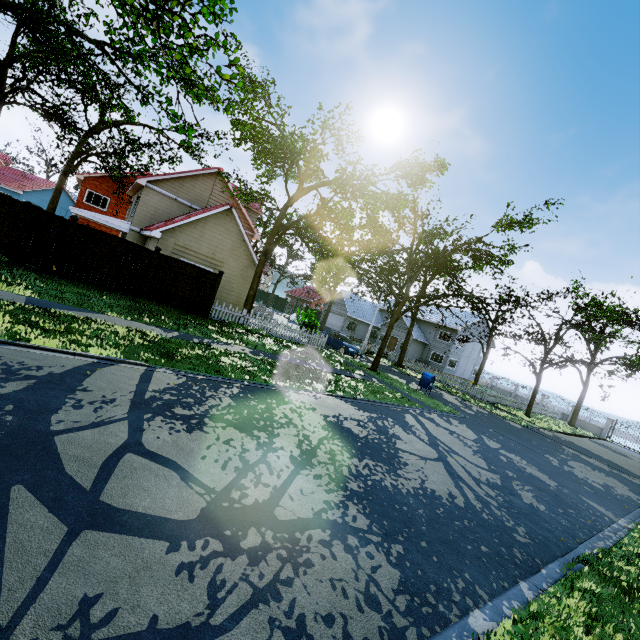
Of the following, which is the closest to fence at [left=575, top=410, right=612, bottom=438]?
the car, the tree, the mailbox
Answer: the tree

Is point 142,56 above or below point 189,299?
above

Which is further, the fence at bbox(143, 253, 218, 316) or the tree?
the fence at bbox(143, 253, 218, 316)

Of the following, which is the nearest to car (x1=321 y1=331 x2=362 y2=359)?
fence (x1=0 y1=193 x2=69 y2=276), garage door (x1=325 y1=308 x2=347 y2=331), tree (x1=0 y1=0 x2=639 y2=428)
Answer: tree (x1=0 y1=0 x2=639 y2=428)

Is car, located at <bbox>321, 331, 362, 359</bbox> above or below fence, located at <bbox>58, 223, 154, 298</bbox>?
below

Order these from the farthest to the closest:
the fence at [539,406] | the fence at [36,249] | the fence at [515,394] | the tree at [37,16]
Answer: the fence at [539,406], the fence at [515,394], the fence at [36,249], the tree at [37,16]

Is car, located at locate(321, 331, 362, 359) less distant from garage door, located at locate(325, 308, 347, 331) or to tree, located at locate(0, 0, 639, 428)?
tree, located at locate(0, 0, 639, 428)

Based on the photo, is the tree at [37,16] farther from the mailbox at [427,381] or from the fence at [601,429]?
the mailbox at [427,381]
